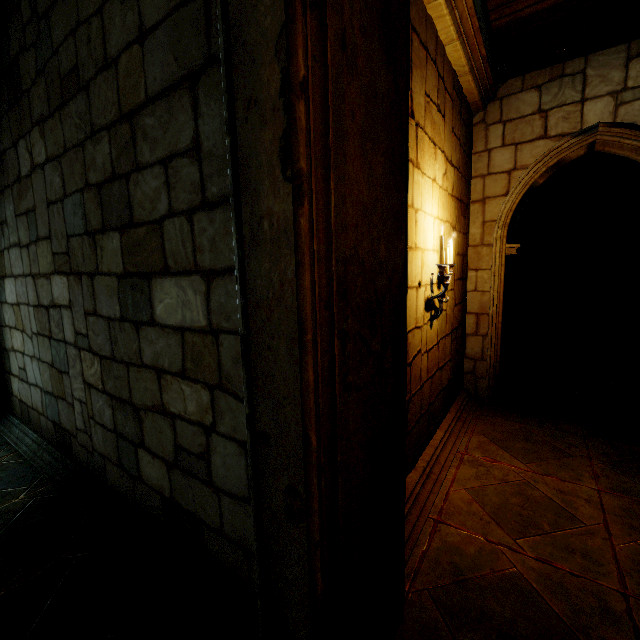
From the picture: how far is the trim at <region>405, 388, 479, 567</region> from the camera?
2.75m

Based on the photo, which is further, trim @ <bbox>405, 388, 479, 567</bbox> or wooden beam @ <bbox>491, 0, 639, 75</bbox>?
wooden beam @ <bbox>491, 0, 639, 75</bbox>

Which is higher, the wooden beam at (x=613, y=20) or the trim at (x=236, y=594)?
the wooden beam at (x=613, y=20)

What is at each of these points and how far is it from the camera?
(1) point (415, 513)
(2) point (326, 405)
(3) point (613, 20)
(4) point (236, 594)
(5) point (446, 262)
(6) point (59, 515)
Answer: (1) trim, 2.9 meters
(2) building, 1.3 meters
(3) wooden beam, 3.7 meters
(4) trim, 2.1 meters
(5) candelabra, 3.3 meters
(6) building, 3.1 meters

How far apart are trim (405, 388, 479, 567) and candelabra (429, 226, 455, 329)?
1.4m

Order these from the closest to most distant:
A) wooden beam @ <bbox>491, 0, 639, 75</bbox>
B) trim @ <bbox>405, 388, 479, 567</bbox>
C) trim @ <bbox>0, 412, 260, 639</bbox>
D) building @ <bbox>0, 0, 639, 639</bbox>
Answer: building @ <bbox>0, 0, 639, 639</bbox>, trim @ <bbox>0, 412, 260, 639</bbox>, trim @ <bbox>405, 388, 479, 567</bbox>, wooden beam @ <bbox>491, 0, 639, 75</bbox>

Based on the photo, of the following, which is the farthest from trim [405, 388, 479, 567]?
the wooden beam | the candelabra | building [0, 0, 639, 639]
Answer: the wooden beam

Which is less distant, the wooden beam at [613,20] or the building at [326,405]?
the building at [326,405]
